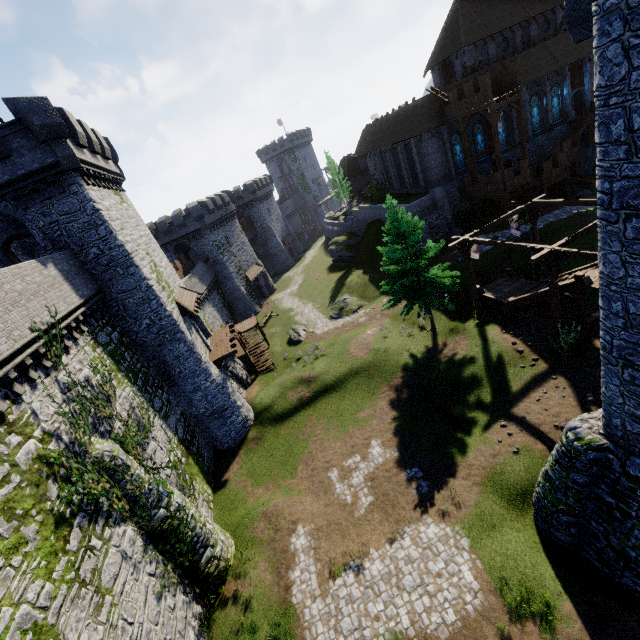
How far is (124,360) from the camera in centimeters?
1847cm

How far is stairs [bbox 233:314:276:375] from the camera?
31.91m

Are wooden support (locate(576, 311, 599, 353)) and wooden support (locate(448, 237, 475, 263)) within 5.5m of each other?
no

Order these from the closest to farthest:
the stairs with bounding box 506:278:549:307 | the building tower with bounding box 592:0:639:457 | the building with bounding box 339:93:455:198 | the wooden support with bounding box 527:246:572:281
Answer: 1. the building tower with bounding box 592:0:639:457
2. the wooden support with bounding box 527:246:572:281
3. the stairs with bounding box 506:278:549:307
4. the building with bounding box 339:93:455:198

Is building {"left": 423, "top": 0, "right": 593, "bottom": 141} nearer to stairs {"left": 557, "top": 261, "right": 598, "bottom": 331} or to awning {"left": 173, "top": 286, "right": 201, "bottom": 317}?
stairs {"left": 557, "top": 261, "right": 598, "bottom": 331}

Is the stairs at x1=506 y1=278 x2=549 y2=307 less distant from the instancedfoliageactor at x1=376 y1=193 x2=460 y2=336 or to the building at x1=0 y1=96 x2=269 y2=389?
the instancedfoliageactor at x1=376 y1=193 x2=460 y2=336

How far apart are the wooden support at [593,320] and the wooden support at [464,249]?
6.99m

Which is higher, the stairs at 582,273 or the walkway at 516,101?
the walkway at 516,101
